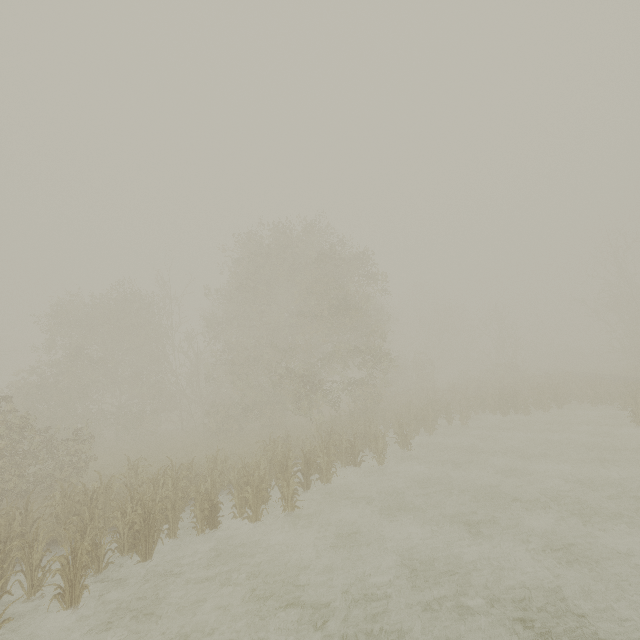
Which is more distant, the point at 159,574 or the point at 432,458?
the point at 432,458
